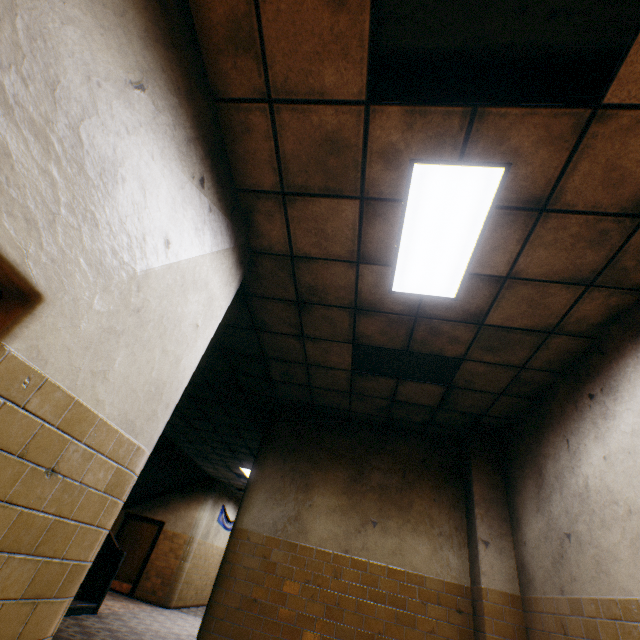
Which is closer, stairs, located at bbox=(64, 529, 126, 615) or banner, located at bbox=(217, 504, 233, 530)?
stairs, located at bbox=(64, 529, 126, 615)

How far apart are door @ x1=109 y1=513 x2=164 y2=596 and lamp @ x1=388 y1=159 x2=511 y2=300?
13.6m

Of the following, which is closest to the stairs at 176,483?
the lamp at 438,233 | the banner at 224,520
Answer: the banner at 224,520

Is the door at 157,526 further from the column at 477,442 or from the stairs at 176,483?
the column at 477,442

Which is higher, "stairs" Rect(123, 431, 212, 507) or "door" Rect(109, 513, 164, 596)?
"stairs" Rect(123, 431, 212, 507)

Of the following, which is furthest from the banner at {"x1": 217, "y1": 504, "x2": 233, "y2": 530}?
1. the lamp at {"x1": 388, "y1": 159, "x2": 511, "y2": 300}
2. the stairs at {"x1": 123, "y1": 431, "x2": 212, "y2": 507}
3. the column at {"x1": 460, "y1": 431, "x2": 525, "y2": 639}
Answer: the lamp at {"x1": 388, "y1": 159, "x2": 511, "y2": 300}

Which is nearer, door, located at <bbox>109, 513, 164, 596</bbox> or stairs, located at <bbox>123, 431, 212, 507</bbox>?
stairs, located at <bbox>123, 431, 212, 507</bbox>

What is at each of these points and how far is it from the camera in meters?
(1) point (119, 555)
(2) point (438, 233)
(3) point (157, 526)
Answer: (1) stairs, 8.2 m
(2) lamp, 2.7 m
(3) door, 12.1 m
